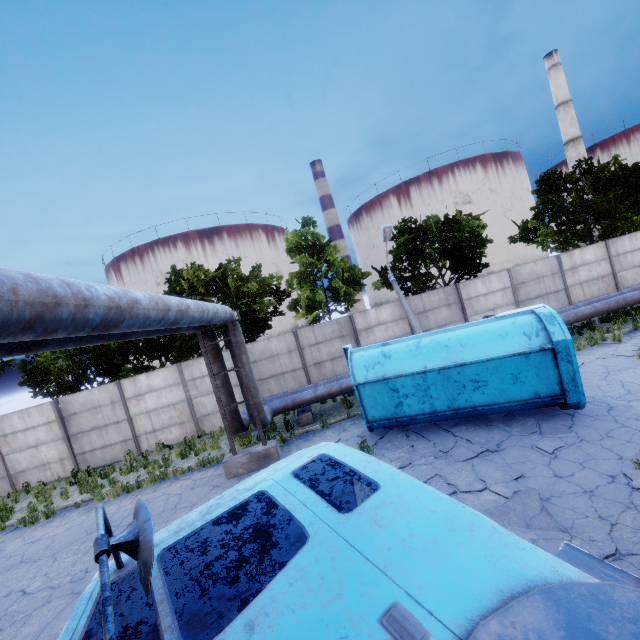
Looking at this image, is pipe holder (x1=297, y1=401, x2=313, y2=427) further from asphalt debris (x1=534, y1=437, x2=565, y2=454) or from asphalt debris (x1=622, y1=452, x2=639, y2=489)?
asphalt debris (x1=622, y1=452, x2=639, y2=489)

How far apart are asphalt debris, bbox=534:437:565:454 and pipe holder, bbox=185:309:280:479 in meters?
6.5

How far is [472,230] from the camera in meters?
20.2

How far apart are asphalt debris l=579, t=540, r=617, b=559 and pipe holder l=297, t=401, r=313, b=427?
9.2 meters

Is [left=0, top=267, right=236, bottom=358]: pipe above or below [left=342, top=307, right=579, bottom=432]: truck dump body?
above

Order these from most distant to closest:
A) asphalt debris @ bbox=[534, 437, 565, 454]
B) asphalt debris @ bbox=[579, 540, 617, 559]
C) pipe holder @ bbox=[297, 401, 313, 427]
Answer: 1. pipe holder @ bbox=[297, 401, 313, 427]
2. asphalt debris @ bbox=[534, 437, 565, 454]
3. asphalt debris @ bbox=[579, 540, 617, 559]

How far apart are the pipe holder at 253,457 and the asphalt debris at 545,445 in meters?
6.5 m

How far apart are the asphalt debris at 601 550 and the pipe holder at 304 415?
9.24m
